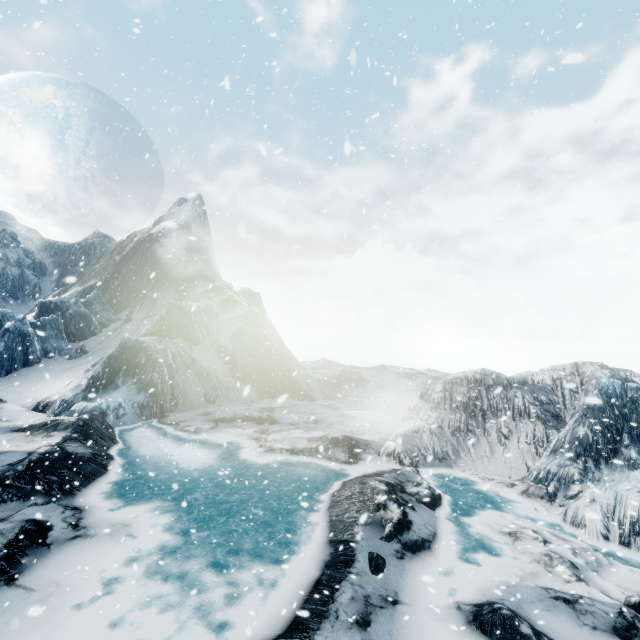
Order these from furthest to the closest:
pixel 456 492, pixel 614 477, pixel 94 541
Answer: pixel 456 492 → pixel 614 477 → pixel 94 541
